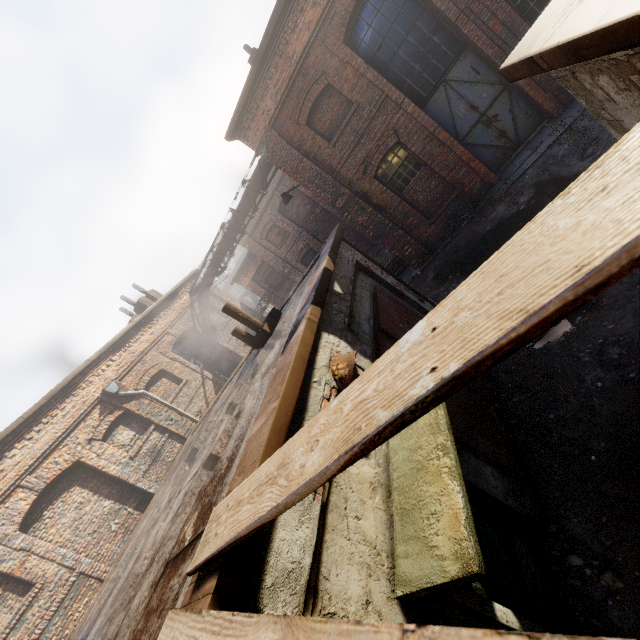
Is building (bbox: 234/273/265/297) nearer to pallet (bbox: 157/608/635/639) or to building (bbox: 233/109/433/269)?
building (bbox: 233/109/433/269)

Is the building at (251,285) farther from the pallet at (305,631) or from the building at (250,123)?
the pallet at (305,631)

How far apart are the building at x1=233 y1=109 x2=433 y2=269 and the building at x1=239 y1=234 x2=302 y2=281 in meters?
9.7 m

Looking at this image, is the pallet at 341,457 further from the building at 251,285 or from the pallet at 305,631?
the building at 251,285

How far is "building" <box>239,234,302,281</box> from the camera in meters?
20.8 m

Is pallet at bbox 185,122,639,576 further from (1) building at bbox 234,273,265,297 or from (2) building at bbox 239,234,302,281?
(1) building at bbox 234,273,265,297

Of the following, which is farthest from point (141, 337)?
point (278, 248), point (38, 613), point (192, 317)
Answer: point (278, 248)

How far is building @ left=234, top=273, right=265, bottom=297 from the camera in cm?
2281
